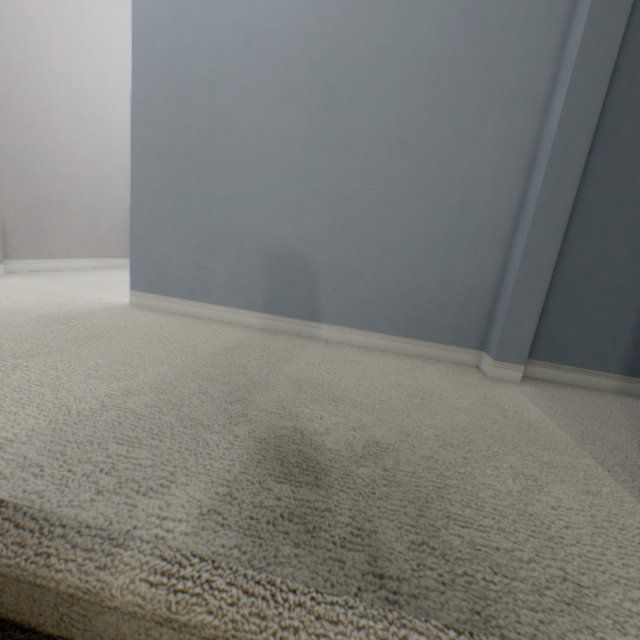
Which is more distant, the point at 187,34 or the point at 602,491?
the point at 187,34
